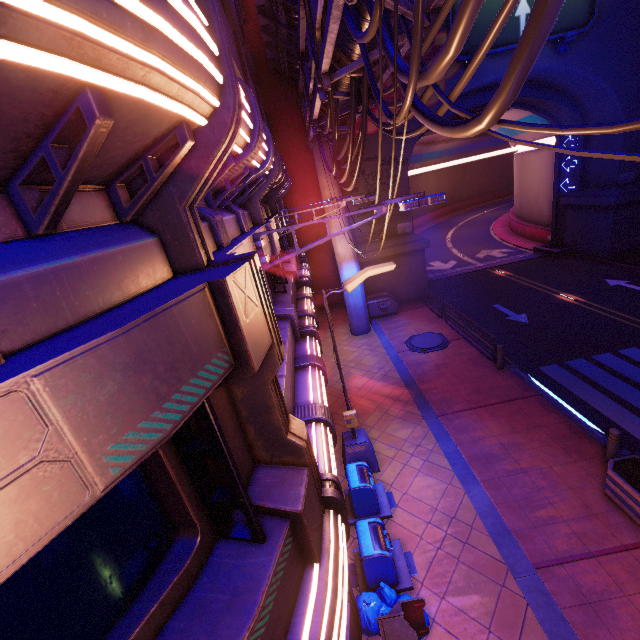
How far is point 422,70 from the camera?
4.20m

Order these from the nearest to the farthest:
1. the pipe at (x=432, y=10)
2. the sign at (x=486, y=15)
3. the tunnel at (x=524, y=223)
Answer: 1. the pipe at (x=432, y=10)
2. the sign at (x=486, y=15)
3. the tunnel at (x=524, y=223)

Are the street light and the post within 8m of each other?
yes

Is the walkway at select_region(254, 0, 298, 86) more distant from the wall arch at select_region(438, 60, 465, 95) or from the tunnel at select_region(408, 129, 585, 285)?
the tunnel at select_region(408, 129, 585, 285)

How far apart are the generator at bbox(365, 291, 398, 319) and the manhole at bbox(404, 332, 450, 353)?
3.2m

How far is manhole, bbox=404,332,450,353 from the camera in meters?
15.5

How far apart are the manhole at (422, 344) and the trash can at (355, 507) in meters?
9.1

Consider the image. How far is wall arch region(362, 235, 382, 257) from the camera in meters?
20.4
